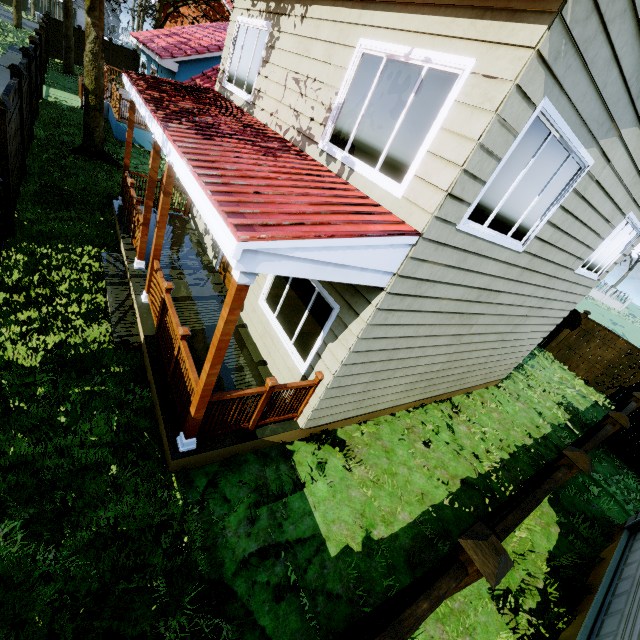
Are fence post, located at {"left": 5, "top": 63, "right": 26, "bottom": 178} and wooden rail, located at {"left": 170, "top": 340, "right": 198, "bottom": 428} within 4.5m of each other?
no

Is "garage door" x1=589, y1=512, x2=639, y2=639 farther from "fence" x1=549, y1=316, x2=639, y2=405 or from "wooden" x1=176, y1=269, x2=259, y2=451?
"wooden" x1=176, y1=269, x2=259, y2=451

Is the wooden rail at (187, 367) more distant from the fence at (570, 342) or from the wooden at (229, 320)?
the fence at (570, 342)

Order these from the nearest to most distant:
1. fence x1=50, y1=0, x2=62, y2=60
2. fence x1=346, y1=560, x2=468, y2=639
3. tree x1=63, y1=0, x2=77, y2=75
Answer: fence x1=346, y1=560, x2=468, y2=639 → tree x1=63, y1=0, x2=77, y2=75 → fence x1=50, y1=0, x2=62, y2=60

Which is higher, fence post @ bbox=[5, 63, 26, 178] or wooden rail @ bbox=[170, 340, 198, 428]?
fence post @ bbox=[5, 63, 26, 178]

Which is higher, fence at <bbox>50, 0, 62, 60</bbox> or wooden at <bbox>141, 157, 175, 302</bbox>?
wooden at <bbox>141, 157, 175, 302</bbox>

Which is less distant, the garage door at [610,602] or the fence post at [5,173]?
the garage door at [610,602]

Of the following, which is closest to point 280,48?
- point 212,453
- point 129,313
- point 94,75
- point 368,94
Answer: point 368,94
